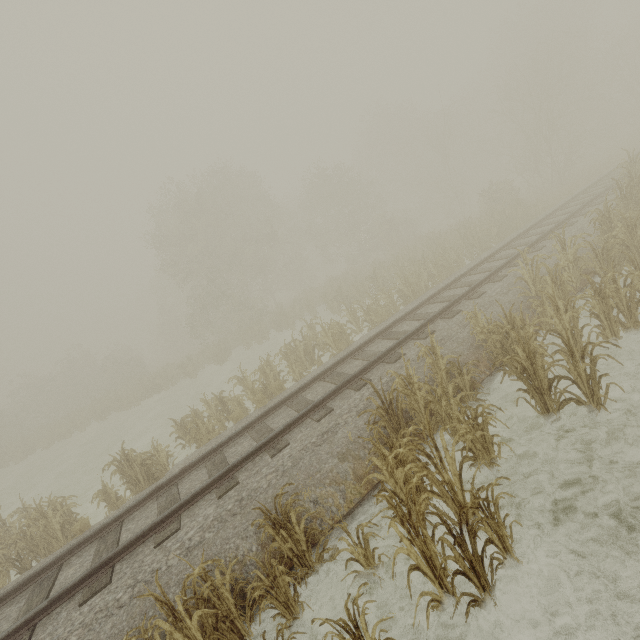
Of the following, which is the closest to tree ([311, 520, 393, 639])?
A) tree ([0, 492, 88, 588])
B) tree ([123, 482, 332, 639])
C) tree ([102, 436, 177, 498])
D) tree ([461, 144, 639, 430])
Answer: tree ([123, 482, 332, 639])

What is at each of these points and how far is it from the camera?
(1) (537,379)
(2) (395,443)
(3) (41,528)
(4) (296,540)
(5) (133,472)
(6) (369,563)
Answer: (1) tree, 5.1m
(2) tree, 4.4m
(3) tree, 8.0m
(4) tree, 4.4m
(5) tree, 9.3m
(6) tree, 4.0m

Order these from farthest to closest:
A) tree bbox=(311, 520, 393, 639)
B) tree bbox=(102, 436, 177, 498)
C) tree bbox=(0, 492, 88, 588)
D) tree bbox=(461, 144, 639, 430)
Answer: tree bbox=(102, 436, 177, 498)
tree bbox=(0, 492, 88, 588)
tree bbox=(461, 144, 639, 430)
tree bbox=(311, 520, 393, 639)

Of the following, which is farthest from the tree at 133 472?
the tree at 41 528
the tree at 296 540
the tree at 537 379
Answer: the tree at 537 379

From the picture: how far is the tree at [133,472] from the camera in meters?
9.1 m

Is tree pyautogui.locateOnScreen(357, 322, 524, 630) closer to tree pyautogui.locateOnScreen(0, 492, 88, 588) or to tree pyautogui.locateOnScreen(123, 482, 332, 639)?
tree pyautogui.locateOnScreen(123, 482, 332, 639)

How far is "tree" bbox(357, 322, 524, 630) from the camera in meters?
3.3
